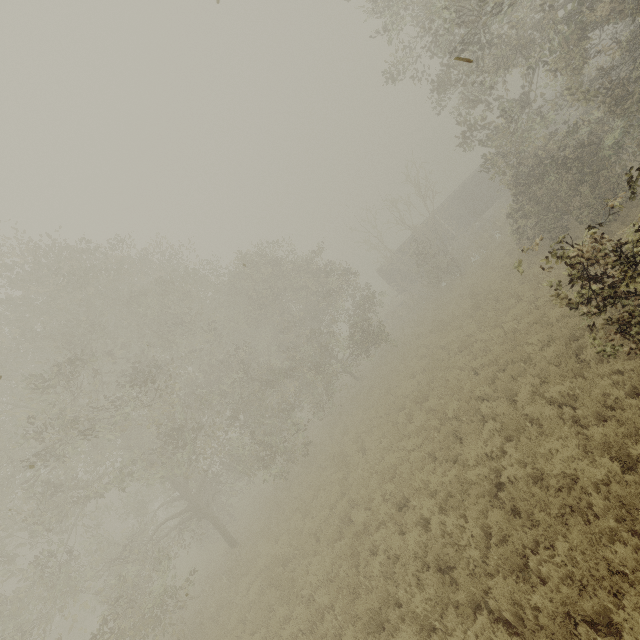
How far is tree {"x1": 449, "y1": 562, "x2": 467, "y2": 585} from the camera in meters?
5.9 m

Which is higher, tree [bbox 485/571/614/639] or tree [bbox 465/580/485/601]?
tree [bbox 465/580/485/601]

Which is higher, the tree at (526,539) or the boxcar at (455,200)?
the boxcar at (455,200)

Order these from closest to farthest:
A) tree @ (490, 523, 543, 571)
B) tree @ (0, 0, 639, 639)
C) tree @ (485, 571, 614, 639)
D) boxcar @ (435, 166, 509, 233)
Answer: tree @ (485, 571, 614, 639) < tree @ (490, 523, 543, 571) < tree @ (0, 0, 639, 639) < boxcar @ (435, 166, 509, 233)

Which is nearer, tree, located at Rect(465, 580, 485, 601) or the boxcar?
tree, located at Rect(465, 580, 485, 601)

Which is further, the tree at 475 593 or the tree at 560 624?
the tree at 475 593

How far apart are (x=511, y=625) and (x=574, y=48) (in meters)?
14.69
